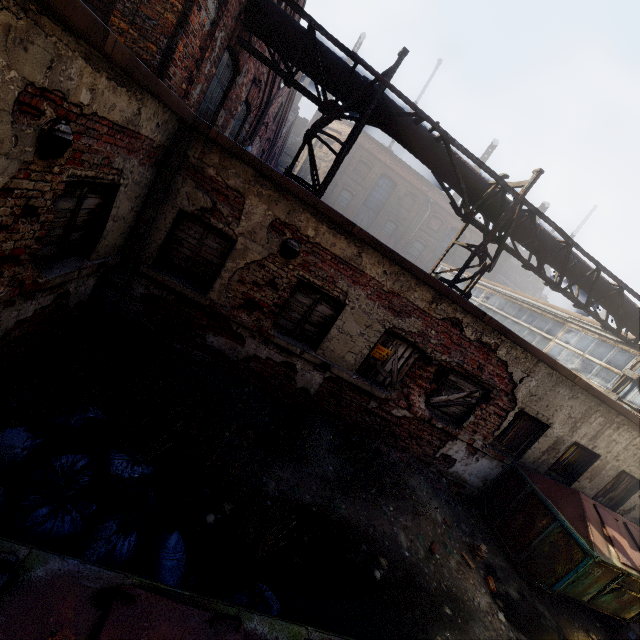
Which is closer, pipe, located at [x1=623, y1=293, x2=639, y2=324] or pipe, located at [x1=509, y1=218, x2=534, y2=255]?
pipe, located at [x1=509, y1=218, x2=534, y2=255]

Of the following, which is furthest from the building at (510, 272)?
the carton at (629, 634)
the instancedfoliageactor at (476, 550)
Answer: the instancedfoliageactor at (476, 550)

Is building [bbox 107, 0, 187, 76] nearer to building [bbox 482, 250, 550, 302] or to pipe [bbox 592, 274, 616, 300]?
pipe [bbox 592, 274, 616, 300]

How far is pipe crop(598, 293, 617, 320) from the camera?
8.9 meters

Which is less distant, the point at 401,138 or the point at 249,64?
the point at 401,138

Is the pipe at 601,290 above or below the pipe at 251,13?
above

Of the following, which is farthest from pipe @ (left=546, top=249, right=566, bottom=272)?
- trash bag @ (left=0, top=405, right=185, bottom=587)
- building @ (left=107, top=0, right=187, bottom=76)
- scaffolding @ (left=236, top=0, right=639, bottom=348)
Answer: trash bag @ (left=0, top=405, right=185, bottom=587)

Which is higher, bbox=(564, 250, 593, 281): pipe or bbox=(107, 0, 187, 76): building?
bbox=(564, 250, 593, 281): pipe
